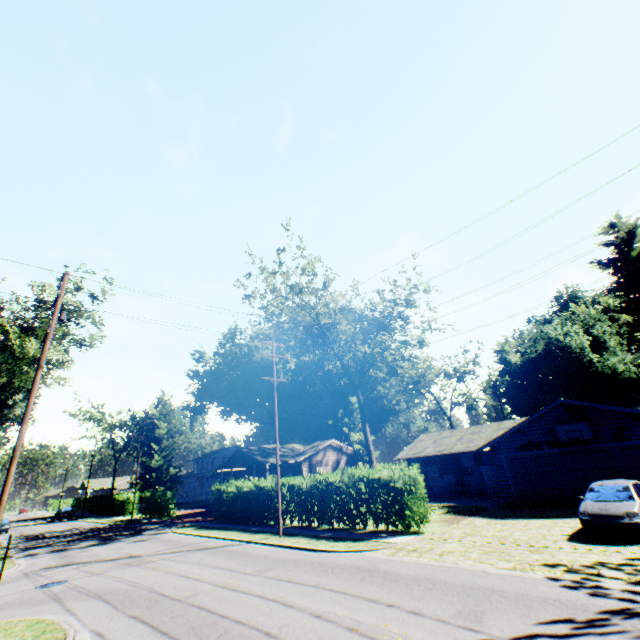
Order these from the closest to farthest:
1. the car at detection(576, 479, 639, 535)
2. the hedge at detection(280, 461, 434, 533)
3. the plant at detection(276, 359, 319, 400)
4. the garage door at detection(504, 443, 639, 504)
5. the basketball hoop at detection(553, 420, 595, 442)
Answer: the car at detection(576, 479, 639, 535)
the hedge at detection(280, 461, 434, 533)
the garage door at detection(504, 443, 639, 504)
the basketball hoop at detection(553, 420, 595, 442)
the plant at detection(276, 359, 319, 400)

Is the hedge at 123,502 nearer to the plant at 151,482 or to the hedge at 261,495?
the plant at 151,482

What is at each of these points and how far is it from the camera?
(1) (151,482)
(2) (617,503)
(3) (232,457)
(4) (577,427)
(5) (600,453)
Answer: (1) plant, 51.2 meters
(2) car, 11.7 meters
(3) house, 40.1 meters
(4) basketball hoop, 18.8 meters
(5) garage door, 18.1 meters

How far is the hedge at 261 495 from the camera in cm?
2258

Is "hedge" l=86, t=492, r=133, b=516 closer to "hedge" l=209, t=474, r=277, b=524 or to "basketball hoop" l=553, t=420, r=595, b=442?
"hedge" l=209, t=474, r=277, b=524

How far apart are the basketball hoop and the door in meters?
8.2

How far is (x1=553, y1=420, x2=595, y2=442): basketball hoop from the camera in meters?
18.3

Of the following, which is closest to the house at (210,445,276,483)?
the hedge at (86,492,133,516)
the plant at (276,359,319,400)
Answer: the hedge at (86,492,133,516)
